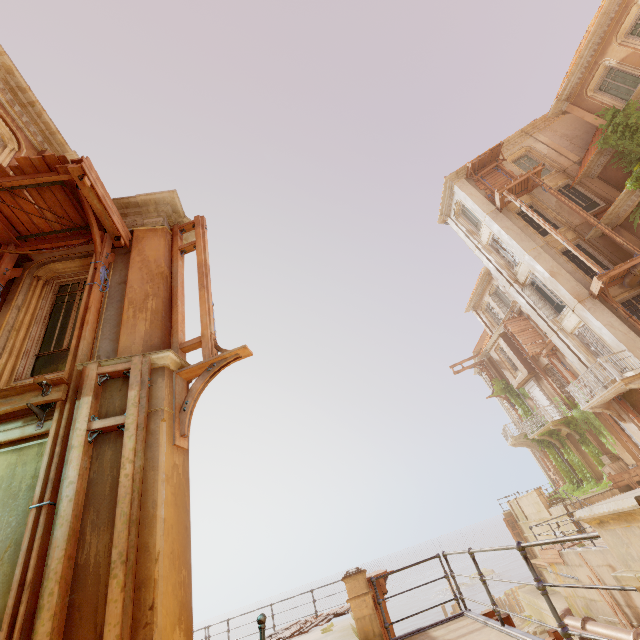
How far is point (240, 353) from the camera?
5.3m

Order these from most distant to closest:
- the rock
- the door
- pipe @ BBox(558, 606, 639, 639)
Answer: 1. the rock
2. the door
3. pipe @ BBox(558, 606, 639, 639)

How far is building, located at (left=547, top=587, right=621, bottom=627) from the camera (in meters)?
11.62

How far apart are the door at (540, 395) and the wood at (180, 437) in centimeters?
2761cm

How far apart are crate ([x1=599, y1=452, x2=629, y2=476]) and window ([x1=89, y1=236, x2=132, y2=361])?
25.73m

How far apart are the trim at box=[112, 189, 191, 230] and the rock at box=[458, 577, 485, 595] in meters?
69.0

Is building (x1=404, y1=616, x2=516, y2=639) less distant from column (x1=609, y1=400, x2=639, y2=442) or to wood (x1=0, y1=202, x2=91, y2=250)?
wood (x1=0, y1=202, x2=91, y2=250)

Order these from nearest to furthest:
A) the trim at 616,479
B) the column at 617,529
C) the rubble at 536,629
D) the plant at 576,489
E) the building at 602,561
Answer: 1. the column at 617,529
2. the building at 602,561
3. the trim at 616,479
4. the rubble at 536,629
5. the plant at 576,489
